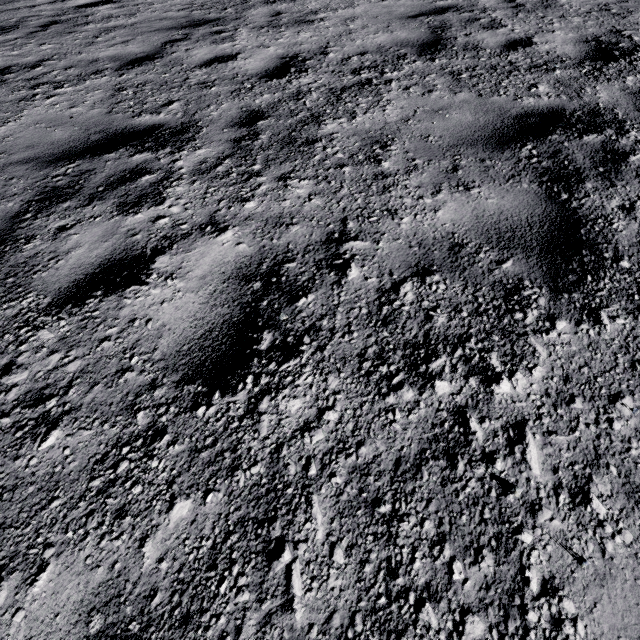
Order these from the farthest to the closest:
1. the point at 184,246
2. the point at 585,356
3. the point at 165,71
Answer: the point at 165,71
the point at 184,246
the point at 585,356
